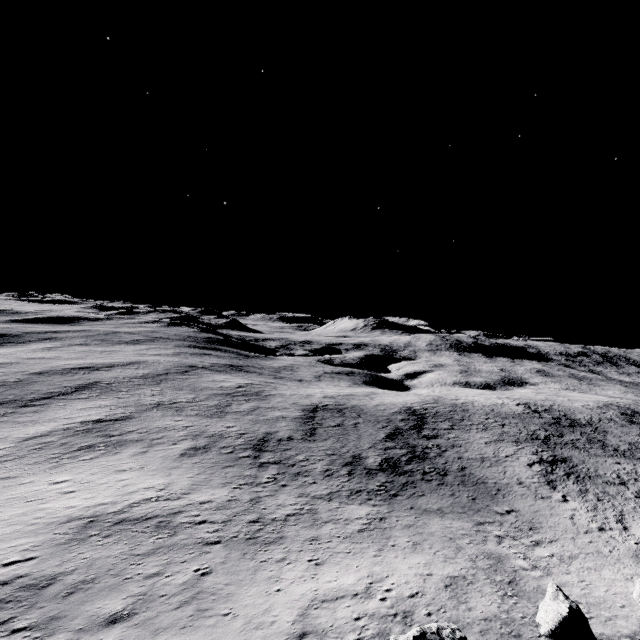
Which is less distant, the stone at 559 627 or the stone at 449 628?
the stone at 449 628

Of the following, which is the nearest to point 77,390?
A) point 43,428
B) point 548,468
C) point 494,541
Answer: point 43,428

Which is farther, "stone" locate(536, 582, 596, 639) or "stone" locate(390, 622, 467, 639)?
"stone" locate(536, 582, 596, 639)

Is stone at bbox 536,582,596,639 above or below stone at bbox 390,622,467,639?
below

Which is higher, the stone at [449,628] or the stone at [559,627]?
the stone at [449,628]
